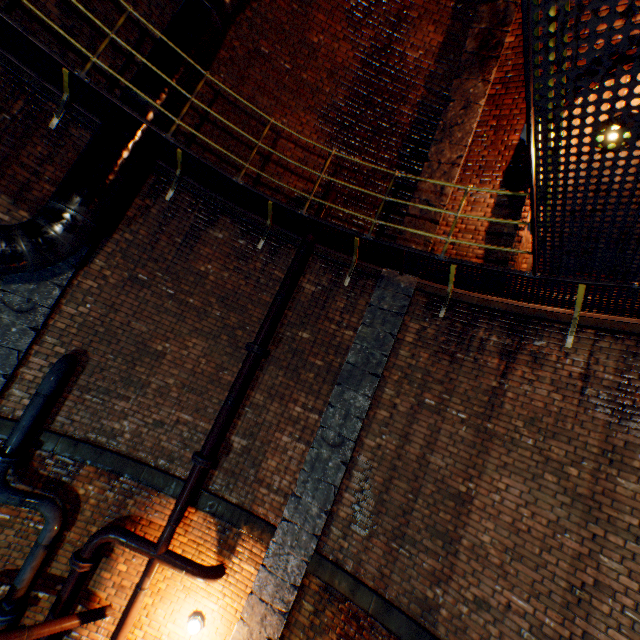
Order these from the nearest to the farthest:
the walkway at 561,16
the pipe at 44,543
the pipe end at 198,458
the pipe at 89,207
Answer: the walkway at 561,16, the pipe at 89,207, the pipe at 44,543, the pipe end at 198,458

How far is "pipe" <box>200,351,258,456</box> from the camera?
5.3 meters

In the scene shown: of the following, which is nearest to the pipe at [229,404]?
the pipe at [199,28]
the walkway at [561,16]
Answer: the walkway at [561,16]

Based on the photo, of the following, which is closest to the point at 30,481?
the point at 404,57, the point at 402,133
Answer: the point at 402,133

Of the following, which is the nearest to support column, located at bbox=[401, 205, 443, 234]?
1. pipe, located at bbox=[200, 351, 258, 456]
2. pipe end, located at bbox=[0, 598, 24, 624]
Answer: pipe, located at bbox=[200, 351, 258, 456]

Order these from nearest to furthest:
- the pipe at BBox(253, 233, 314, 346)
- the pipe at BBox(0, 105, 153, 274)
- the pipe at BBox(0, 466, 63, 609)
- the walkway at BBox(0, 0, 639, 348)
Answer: the walkway at BBox(0, 0, 639, 348)
the pipe at BBox(0, 105, 153, 274)
the pipe at BBox(0, 466, 63, 609)
the pipe at BBox(253, 233, 314, 346)

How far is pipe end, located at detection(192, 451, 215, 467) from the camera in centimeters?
514cm

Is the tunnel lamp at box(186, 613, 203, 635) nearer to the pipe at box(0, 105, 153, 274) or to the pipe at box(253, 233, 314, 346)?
the pipe at box(253, 233, 314, 346)
